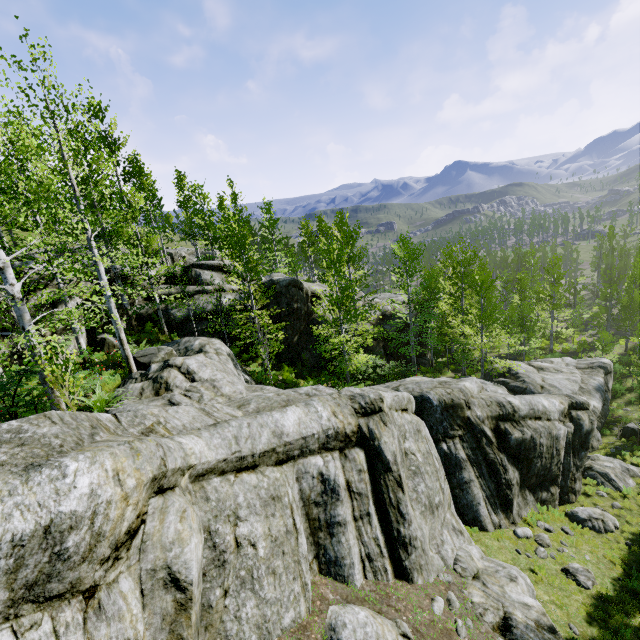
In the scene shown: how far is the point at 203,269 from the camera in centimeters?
2145cm

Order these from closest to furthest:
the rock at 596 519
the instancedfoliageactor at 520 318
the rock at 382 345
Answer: the rock at 596 519, the instancedfoliageactor at 520 318, the rock at 382 345

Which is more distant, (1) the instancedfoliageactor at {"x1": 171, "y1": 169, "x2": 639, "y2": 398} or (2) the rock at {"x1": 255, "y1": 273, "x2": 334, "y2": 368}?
(2) the rock at {"x1": 255, "y1": 273, "x2": 334, "y2": 368}

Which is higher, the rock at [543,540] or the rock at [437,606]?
the rock at [437,606]

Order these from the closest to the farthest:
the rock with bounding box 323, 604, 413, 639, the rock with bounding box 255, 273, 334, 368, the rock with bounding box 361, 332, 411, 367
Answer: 1. the rock with bounding box 323, 604, 413, 639
2. the rock with bounding box 255, 273, 334, 368
3. the rock with bounding box 361, 332, 411, 367

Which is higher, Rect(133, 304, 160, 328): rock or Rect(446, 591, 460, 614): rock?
Rect(133, 304, 160, 328): rock
